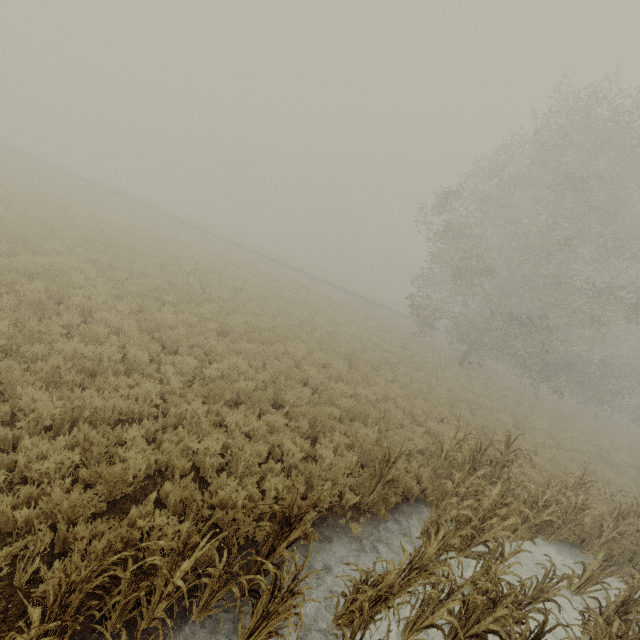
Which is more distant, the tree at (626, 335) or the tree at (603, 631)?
the tree at (626, 335)

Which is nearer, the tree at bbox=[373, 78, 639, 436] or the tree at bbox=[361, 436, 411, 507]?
the tree at bbox=[361, 436, 411, 507]

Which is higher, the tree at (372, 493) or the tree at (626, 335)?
the tree at (626, 335)

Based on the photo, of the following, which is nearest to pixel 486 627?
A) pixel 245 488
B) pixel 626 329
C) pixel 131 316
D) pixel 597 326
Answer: pixel 245 488

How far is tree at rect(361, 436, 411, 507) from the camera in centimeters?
617cm

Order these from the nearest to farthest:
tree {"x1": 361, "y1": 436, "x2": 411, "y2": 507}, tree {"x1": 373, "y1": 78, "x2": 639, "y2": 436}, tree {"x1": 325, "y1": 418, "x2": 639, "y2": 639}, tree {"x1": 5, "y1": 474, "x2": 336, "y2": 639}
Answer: tree {"x1": 5, "y1": 474, "x2": 336, "y2": 639} → tree {"x1": 325, "y1": 418, "x2": 639, "y2": 639} → tree {"x1": 361, "y1": 436, "x2": 411, "y2": 507} → tree {"x1": 373, "y1": 78, "x2": 639, "y2": 436}
